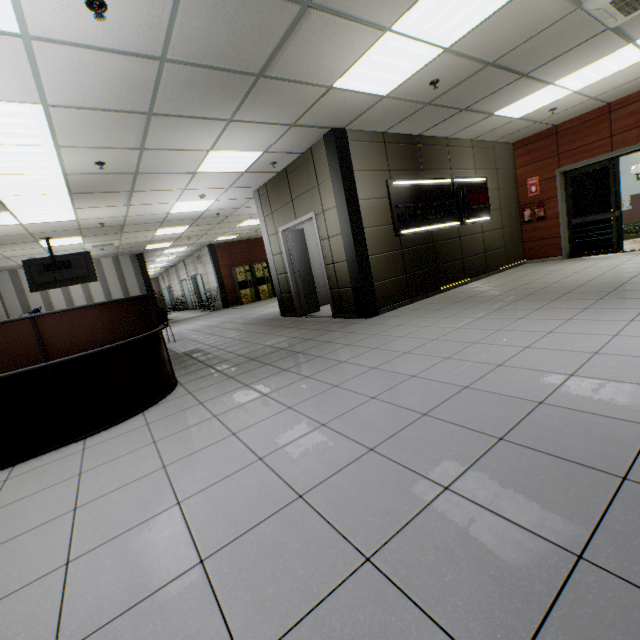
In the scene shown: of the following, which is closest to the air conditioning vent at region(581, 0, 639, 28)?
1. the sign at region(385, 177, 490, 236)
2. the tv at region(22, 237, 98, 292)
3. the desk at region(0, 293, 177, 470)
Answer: the sign at region(385, 177, 490, 236)

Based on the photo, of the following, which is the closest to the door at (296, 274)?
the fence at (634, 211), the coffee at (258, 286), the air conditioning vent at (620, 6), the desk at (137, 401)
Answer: the desk at (137, 401)

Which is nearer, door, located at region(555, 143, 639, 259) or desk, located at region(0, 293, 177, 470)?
desk, located at region(0, 293, 177, 470)

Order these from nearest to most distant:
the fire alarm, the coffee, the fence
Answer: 1. the fire alarm
2. the coffee
3. the fence

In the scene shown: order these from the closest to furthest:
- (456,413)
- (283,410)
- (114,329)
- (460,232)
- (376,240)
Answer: (456,413), (283,410), (114,329), (376,240), (460,232)

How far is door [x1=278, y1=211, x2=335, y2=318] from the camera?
6.5 meters

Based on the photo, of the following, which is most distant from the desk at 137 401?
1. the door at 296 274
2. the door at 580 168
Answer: the door at 580 168

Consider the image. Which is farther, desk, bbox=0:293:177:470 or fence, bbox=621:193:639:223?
fence, bbox=621:193:639:223
